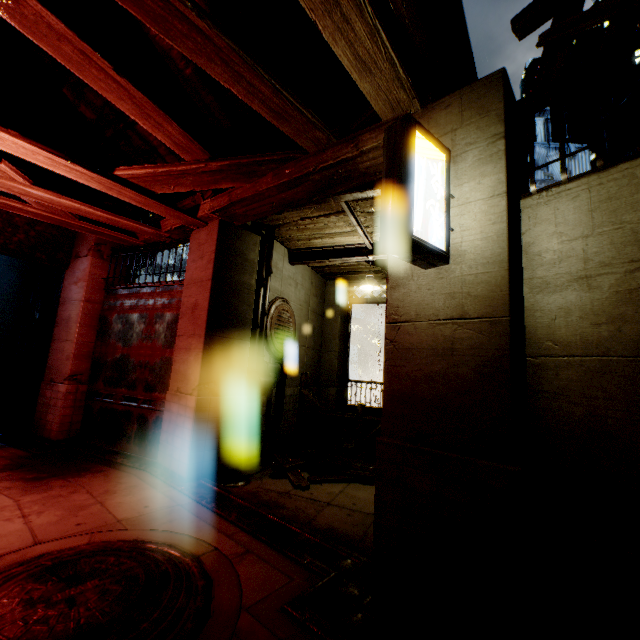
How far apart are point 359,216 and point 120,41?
5.38m

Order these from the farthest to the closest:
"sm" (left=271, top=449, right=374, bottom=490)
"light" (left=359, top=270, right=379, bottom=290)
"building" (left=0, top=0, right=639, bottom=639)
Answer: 1. "light" (left=359, top=270, right=379, bottom=290)
2. "sm" (left=271, top=449, right=374, bottom=490)
3. "building" (left=0, top=0, right=639, bottom=639)

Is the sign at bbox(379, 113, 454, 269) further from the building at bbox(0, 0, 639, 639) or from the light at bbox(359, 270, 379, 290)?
the light at bbox(359, 270, 379, 290)

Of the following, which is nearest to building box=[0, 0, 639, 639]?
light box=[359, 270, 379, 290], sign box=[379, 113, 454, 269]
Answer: sign box=[379, 113, 454, 269]

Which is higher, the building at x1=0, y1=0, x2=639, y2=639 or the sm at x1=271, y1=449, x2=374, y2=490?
the building at x1=0, y1=0, x2=639, y2=639

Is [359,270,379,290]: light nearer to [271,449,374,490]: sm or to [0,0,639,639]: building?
[0,0,639,639]: building

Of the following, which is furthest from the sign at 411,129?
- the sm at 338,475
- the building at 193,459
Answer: the sm at 338,475

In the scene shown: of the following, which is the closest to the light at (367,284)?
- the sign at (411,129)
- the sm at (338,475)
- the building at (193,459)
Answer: the building at (193,459)
